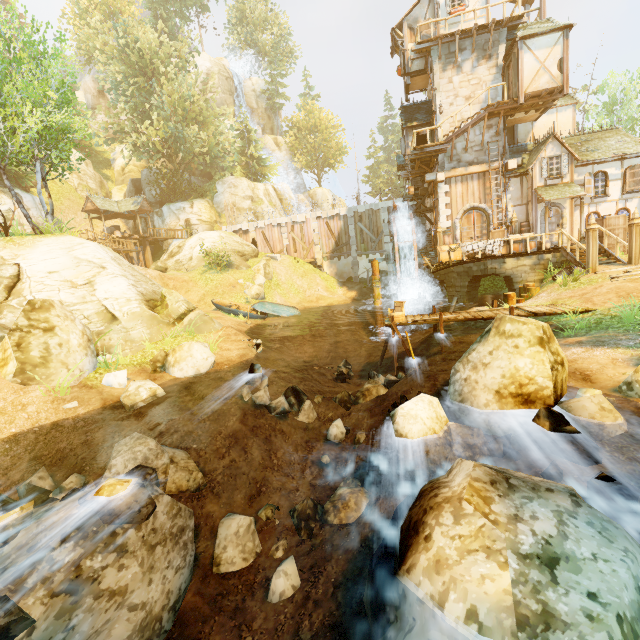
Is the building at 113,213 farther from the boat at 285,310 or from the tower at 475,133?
the tower at 475,133

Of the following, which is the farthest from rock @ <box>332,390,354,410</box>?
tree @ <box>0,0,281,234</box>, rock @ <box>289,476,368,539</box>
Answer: tree @ <box>0,0,281,234</box>

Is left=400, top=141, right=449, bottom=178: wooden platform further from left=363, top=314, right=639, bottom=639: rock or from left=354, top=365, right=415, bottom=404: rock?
left=363, top=314, right=639, bottom=639: rock

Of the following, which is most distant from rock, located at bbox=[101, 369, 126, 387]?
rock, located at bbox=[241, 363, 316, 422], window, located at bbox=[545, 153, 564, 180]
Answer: window, located at bbox=[545, 153, 564, 180]

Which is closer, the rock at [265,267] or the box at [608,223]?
the box at [608,223]

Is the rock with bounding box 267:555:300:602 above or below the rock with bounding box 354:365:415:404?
below

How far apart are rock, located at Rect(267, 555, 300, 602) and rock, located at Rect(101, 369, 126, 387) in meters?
7.0

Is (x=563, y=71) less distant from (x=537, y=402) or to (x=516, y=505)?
(x=537, y=402)
